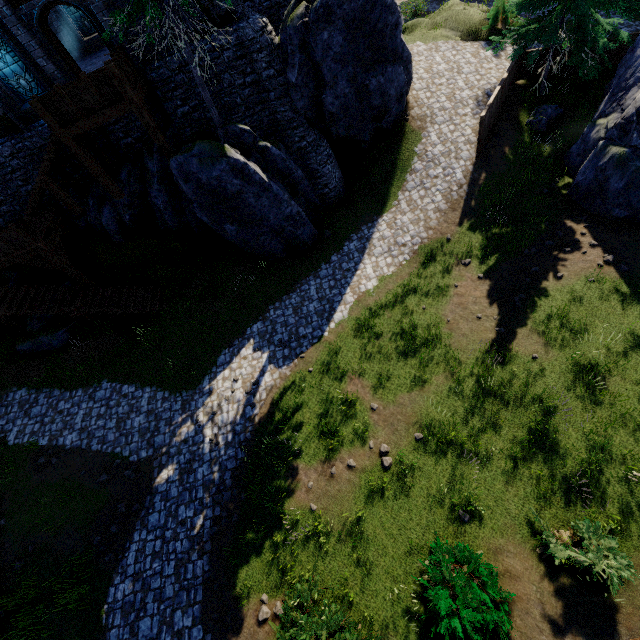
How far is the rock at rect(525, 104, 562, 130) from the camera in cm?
1573

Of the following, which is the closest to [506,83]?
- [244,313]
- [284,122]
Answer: [284,122]

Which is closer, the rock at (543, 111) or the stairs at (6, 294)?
the stairs at (6, 294)

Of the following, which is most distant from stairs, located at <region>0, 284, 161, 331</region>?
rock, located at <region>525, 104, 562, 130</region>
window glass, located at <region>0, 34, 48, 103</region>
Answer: rock, located at <region>525, 104, 562, 130</region>

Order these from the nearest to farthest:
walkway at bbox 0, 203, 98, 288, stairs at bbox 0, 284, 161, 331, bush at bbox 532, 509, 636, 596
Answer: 1. bush at bbox 532, 509, 636, 596
2. walkway at bbox 0, 203, 98, 288
3. stairs at bbox 0, 284, 161, 331

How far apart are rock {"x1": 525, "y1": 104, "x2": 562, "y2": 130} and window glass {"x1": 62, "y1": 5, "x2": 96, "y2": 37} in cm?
2626

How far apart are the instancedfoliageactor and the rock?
22.2 meters

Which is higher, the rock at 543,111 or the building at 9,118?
the building at 9,118
